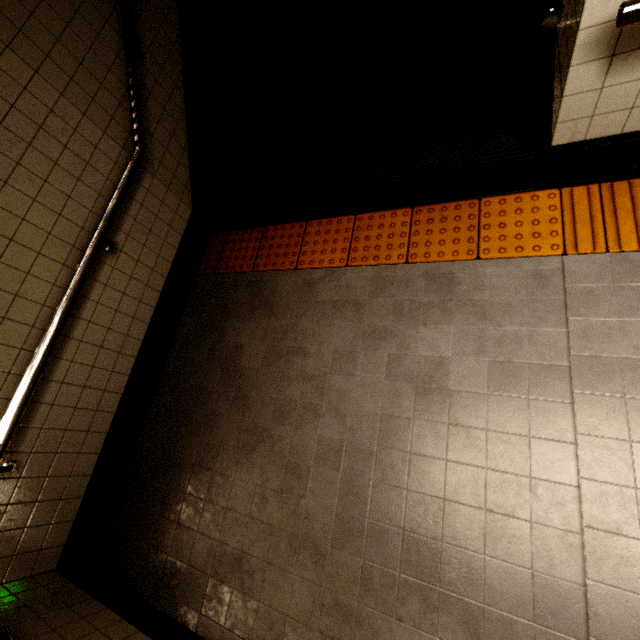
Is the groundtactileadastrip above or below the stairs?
below

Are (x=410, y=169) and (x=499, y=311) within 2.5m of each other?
yes

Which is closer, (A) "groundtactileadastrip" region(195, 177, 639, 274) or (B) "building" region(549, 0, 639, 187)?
(B) "building" region(549, 0, 639, 187)

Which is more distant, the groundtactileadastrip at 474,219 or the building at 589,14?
the groundtactileadastrip at 474,219

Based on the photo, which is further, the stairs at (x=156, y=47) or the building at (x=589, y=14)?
the stairs at (x=156, y=47)

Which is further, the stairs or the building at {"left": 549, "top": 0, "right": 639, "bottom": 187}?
the stairs

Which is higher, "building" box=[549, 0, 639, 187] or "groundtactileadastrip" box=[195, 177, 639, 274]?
"building" box=[549, 0, 639, 187]
